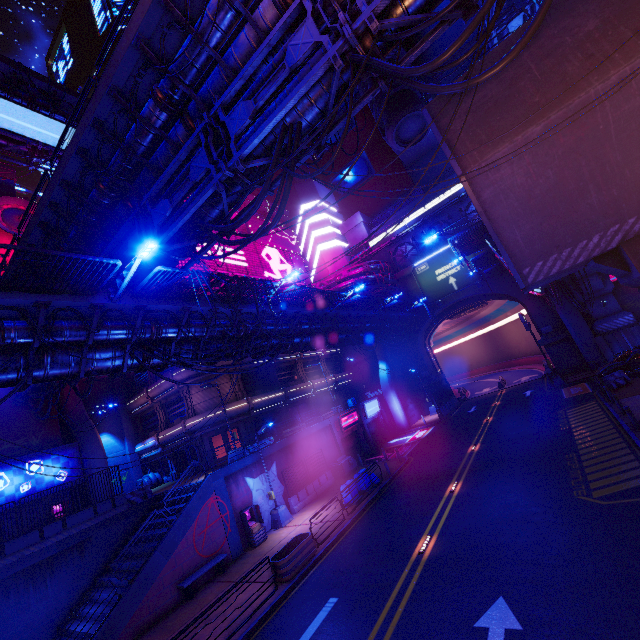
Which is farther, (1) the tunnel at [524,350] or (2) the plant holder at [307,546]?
(1) the tunnel at [524,350]

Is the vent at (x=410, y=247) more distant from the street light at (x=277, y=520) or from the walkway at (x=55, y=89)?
the street light at (x=277, y=520)

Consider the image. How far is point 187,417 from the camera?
29.25m

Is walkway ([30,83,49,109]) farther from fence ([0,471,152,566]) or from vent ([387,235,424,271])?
fence ([0,471,152,566])

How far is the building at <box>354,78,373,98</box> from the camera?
43.9 meters

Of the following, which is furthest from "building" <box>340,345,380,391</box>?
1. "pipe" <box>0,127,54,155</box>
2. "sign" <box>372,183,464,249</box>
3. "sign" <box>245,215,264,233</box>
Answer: "pipe" <box>0,127,54,155</box>

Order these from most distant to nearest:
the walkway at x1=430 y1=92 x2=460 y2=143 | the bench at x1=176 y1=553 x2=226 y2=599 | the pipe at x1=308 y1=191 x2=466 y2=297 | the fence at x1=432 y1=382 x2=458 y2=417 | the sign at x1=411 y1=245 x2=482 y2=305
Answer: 1. the sign at x1=411 y1=245 x2=482 y2=305
2. the pipe at x1=308 y1=191 x2=466 y2=297
3. the fence at x1=432 y1=382 x2=458 y2=417
4. the bench at x1=176 y1=553 x2=226 y2=599
5. the walkway at x1=430 y1=92 x2=460 y2=143

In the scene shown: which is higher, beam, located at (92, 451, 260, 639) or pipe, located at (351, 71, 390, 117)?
pipe, located at (351, 71, 390, 117)
